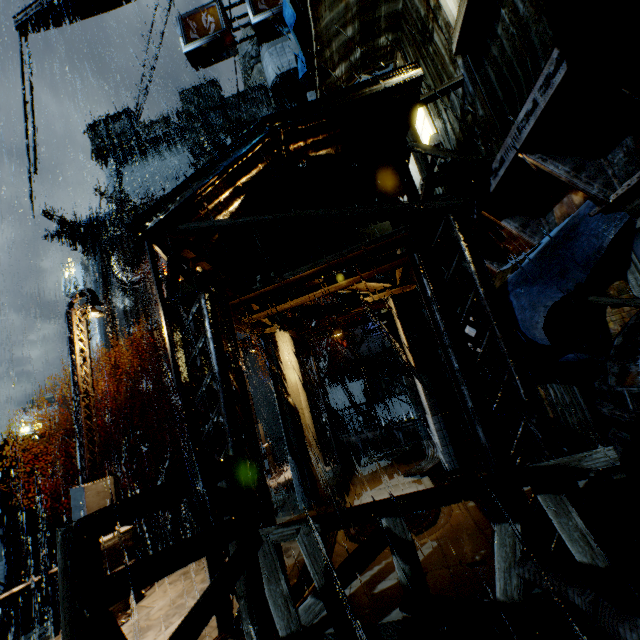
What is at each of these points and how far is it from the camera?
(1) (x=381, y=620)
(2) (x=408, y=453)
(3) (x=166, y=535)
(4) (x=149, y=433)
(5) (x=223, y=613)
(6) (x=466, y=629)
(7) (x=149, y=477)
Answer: (1) building, 4.7 meters
(2) sm, 13.4 meters
(3) stairs, 24.8 meters
(4) building, 33.3 meters
(5) building, 5.3 meters
(6) building, 4.5 meters
(7) stairs, 29.3 meters

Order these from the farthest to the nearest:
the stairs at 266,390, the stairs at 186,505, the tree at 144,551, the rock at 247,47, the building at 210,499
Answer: the rock at 247,47 < the stairs at 186,505 < the stairs at 266,390 < the tree at 144,551 < the building at 210,499

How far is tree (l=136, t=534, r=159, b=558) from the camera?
17.4m

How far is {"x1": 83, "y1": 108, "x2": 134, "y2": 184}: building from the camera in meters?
52.5

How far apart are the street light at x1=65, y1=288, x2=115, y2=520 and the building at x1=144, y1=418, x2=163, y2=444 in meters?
28.3

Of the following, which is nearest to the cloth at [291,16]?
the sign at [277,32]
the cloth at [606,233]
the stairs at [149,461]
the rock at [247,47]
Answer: the sign at [277,32]

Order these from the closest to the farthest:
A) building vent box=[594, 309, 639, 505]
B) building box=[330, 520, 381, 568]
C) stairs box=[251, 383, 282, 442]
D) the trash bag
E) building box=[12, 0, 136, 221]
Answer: building vent box=[594, 309, 639, 505]
building box=[330, 520, 381, 568]
the trash bag
building box=[12, 0, 136, 221]
stairs box=[251, 383, 282, 442]

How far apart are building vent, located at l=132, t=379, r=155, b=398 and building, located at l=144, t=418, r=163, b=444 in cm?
653
